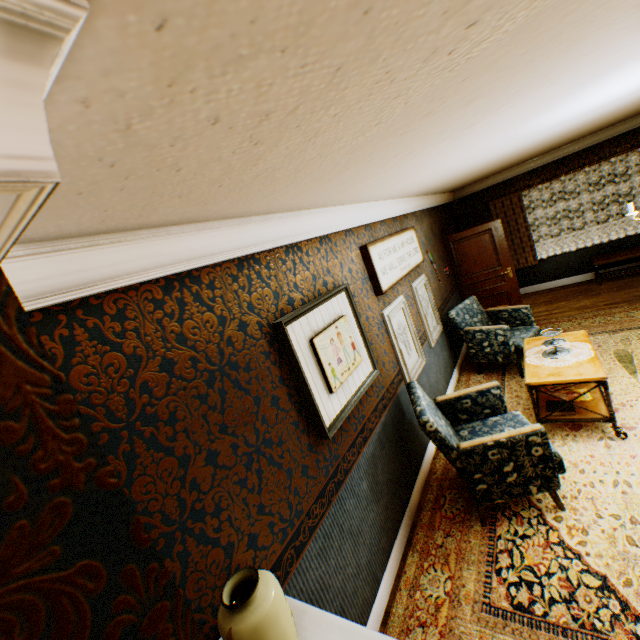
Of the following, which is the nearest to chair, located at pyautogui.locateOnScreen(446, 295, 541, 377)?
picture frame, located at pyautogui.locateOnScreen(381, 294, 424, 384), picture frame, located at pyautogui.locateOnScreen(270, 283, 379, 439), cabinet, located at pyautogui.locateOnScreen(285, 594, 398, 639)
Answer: picture frame, located at pyautogui.locateOnScreen(381, 294, 424, 384)

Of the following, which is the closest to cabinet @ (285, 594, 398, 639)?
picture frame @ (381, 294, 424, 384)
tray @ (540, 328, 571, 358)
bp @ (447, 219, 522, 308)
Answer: picture frame @ (381, 294, 424, 384)

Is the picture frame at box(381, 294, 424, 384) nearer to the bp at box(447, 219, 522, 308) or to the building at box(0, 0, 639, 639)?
the building at box(0, 0, 639, 639)

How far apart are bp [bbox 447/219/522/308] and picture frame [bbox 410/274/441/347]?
2.46m

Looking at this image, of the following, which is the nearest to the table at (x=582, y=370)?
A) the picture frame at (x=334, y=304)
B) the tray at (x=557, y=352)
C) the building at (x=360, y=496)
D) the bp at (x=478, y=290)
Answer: the tray at (x=557, y=352)

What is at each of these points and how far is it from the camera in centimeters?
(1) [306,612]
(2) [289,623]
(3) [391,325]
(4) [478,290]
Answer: (1) cabinet, 142cm
(2) vase, 115cm
(3) picture frame, 373cm
(4) bp, 730cm

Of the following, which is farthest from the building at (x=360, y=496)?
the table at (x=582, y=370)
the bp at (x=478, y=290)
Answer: the table at (x=582, y=370)

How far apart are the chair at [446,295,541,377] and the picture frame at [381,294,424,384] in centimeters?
129cm
